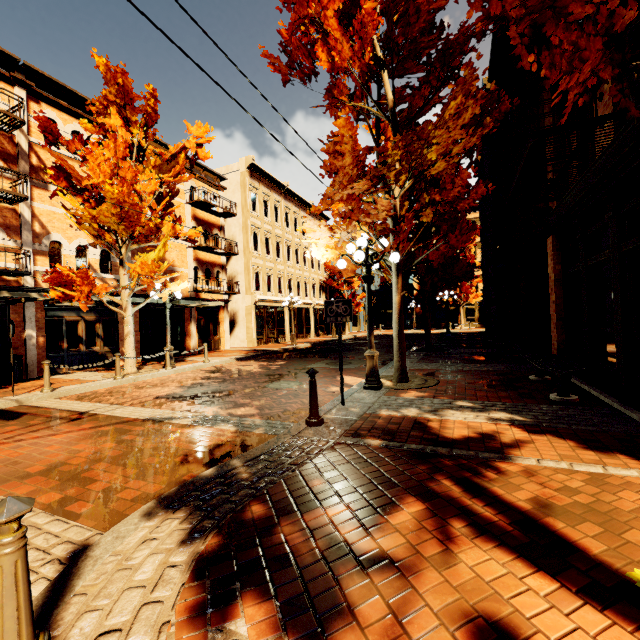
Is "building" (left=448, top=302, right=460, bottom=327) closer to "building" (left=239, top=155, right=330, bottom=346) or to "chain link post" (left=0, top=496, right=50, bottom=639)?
"building" (left=239, top=155, right=330, bottom=346)

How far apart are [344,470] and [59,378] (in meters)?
12.67

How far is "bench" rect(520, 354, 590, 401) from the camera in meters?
5.7 m

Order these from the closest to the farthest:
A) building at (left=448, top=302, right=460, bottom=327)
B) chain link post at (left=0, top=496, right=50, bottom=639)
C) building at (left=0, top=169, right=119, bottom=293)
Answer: chain link post at (left=0, top=496, right=50, bottom=639)
building at (left=0, top=169, right=119, bottom=293)
building at (left=448, top=302, right=460, bottom=327)

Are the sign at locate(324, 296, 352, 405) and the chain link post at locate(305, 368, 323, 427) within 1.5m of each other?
yes

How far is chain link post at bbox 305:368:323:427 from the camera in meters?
4.9

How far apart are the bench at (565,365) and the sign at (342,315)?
3.83m

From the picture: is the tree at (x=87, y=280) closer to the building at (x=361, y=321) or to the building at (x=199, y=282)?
the building at (x=199, y=282)
